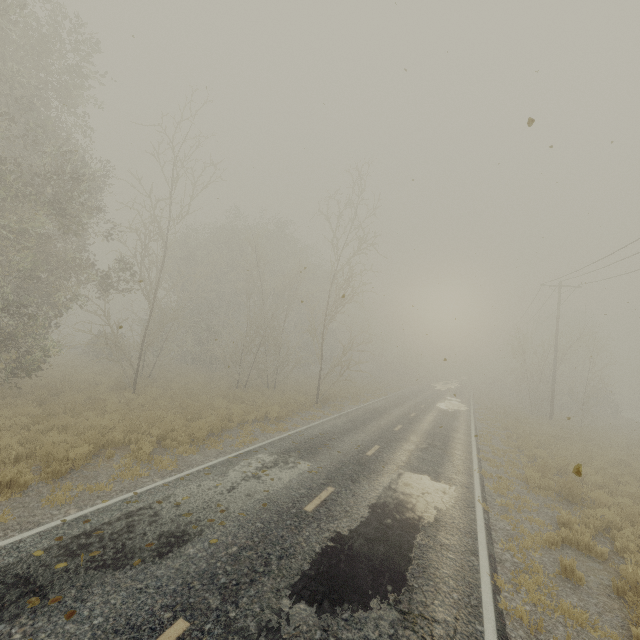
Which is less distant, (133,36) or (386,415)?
(133,36)
